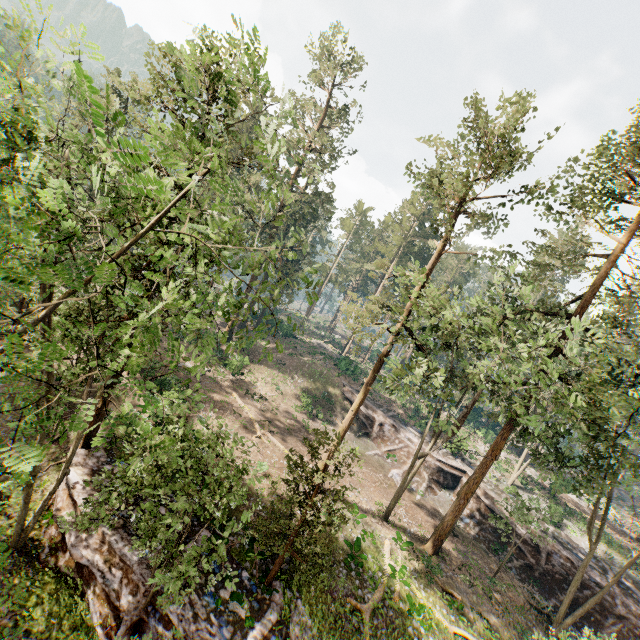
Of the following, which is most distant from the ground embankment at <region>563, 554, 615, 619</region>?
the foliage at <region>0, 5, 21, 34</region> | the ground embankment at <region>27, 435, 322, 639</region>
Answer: the ground embankment at <region>27, 435, 322, 639</region>

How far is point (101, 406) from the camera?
16.9m

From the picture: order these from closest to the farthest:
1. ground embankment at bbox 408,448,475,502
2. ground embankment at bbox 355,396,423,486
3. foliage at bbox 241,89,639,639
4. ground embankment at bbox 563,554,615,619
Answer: foliage at bbox 241,89,639,639 → ground embankment at bbox 563,554,615,619 → ground embankment at bbox 408,448,475,502 → ground embankment at bbox 355,396,423,486

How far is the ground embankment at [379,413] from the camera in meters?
32.7 m

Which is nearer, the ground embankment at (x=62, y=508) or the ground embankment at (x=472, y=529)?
the ground embankment at (x=62, y=508)

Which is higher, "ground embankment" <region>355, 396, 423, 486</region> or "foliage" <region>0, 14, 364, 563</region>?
"foliage" <region>0, 14, 364, 563</region>

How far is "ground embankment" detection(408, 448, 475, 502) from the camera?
31.08m

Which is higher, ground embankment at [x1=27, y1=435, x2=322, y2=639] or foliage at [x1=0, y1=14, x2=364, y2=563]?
foliage at [x1=0, y1=14, x2=364, y2=563]
